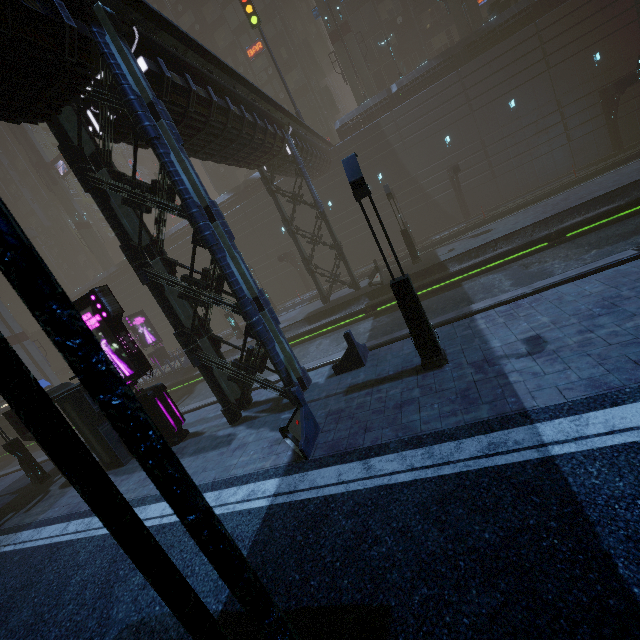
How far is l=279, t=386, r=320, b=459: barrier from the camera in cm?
733

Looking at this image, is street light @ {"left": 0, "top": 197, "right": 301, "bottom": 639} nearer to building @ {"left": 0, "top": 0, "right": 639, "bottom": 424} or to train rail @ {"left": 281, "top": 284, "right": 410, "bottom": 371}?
building @ {"left": 0, "top": 0, "right": 639, "bottom": 424}

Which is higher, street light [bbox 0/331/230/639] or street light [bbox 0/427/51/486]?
street light [bbox 0/331/230/639]

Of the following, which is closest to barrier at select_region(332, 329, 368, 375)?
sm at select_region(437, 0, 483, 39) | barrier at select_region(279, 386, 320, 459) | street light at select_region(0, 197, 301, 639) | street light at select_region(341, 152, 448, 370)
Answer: street light at select_region(341, 152, 448, 370)

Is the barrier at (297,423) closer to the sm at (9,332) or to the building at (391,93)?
the building at (391,93)

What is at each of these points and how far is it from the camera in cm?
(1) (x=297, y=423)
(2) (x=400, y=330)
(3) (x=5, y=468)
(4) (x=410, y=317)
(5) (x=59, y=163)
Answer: (1) barrier, 787
(2) train rail, 1290
(3) train rail, 2903
(4) street light, 795
(5) sign, 4494

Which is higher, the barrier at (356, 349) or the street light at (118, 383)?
the street light at (118, 383)

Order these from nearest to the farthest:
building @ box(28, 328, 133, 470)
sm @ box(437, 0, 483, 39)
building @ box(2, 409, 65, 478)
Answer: building @ box(28, 328, 133, 470) → building @ box(2, 409, 65, 478) → sm @ box(437, 0, 483, 39)
